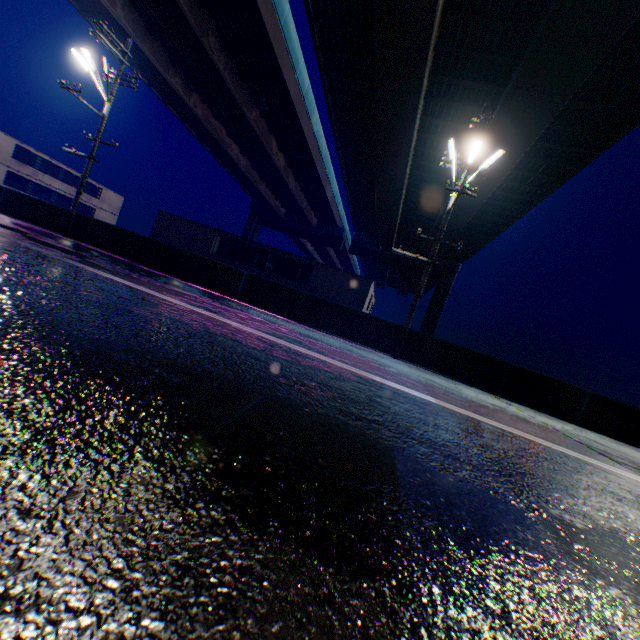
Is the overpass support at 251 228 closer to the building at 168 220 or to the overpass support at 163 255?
the overpass support at 163 255

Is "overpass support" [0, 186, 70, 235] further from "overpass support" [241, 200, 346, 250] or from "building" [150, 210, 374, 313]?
"building" [150, 210, 374, 313]

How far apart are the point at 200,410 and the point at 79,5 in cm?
2786

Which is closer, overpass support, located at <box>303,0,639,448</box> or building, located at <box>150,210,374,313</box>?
overpass support, located at <box>303,0,639,448</box>

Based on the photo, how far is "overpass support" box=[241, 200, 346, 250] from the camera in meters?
49.3 m

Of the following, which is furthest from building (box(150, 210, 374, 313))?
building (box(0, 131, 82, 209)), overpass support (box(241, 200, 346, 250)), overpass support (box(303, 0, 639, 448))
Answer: overpass support (box(241, 200, 346, 250))

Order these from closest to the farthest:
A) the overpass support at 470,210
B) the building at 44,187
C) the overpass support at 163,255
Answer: the overpass support at 470,210 < the overpass support at 163,255 < the building at 44,187
